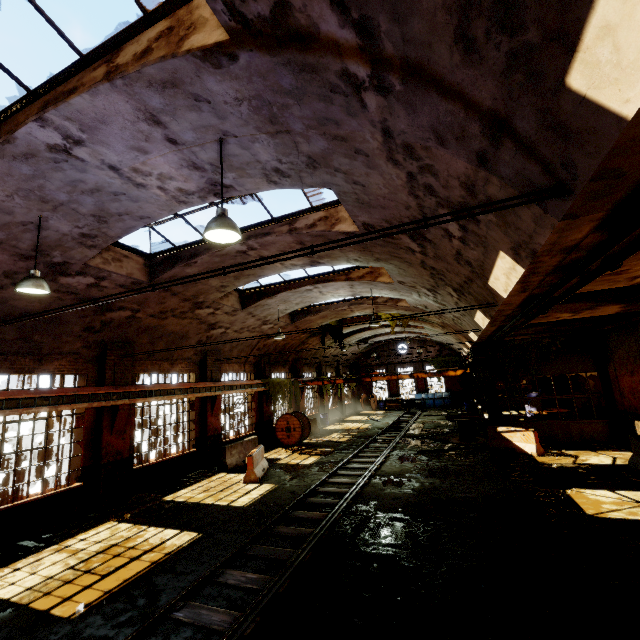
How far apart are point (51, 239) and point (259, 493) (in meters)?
9.63

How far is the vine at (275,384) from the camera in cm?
2000

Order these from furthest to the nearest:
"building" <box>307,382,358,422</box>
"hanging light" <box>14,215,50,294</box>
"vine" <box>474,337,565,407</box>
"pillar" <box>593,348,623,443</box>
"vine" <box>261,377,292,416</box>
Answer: "building" <box>307,382,358,422</box> < "vine" <box>261,377,292,416</box> < "vine" <box>474,337,565,407</box> < "pillar" <box>593,348,623,443</box> < "hanging light" <box>14,215,50,294</box>

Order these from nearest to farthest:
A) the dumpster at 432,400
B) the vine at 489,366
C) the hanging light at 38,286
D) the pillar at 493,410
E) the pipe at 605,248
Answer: the pipe at 605,248
the hanging light at 38,286
the vine at 489,366
the pillar at 493,410
the dumpster at 432,400

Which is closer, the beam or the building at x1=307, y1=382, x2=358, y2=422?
the beam

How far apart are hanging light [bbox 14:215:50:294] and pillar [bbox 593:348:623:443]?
20.2 meters

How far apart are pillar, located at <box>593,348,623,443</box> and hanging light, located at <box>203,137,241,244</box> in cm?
1737

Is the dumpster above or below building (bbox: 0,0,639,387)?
below
